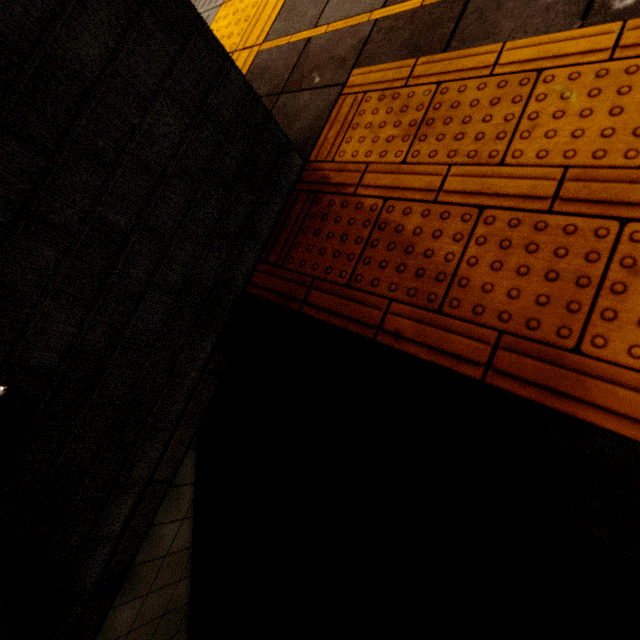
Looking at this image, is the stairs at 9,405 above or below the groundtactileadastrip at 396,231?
above

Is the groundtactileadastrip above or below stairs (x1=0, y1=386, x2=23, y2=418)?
below

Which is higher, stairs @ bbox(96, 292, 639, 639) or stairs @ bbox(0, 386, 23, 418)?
stairs @ bbox(0, 386, 23, 418)

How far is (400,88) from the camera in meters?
1.1
